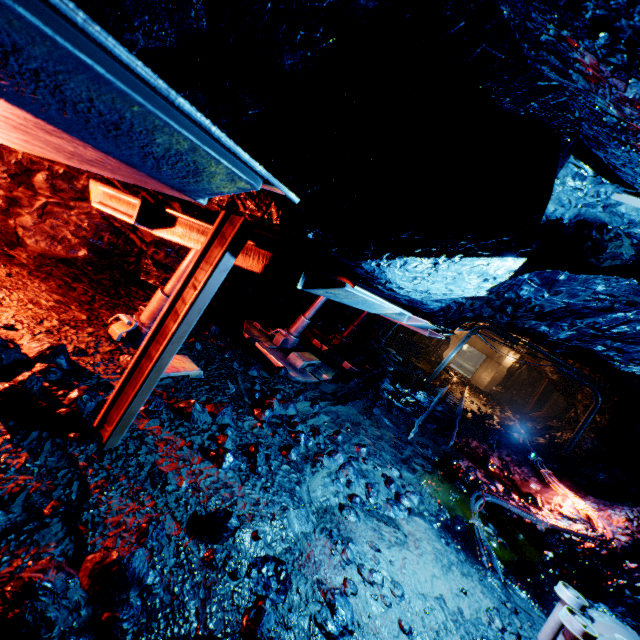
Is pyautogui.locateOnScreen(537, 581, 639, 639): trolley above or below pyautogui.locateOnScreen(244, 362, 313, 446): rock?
above

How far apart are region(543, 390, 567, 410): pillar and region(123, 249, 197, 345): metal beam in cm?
2401

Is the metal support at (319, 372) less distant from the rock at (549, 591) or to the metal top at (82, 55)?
the rock at (549, 591)

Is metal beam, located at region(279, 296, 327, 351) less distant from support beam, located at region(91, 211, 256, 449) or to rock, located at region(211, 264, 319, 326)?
rock, located at region(211, 264, 319, 326)

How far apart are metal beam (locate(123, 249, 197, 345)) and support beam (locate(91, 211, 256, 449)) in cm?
140

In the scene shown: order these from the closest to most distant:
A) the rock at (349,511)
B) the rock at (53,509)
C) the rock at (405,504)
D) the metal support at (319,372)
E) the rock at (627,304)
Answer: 1. the rock at (627,304)
2. the rock at (53,509)
3. the rock at (349,511)
4. the rock at (405,504)
5. the metal support at (319,372)

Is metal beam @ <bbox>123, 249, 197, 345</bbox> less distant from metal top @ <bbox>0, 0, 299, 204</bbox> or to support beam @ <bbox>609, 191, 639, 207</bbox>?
metal top @ <bbox>0, 0, 299, 204</bbox>

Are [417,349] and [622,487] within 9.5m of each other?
no
